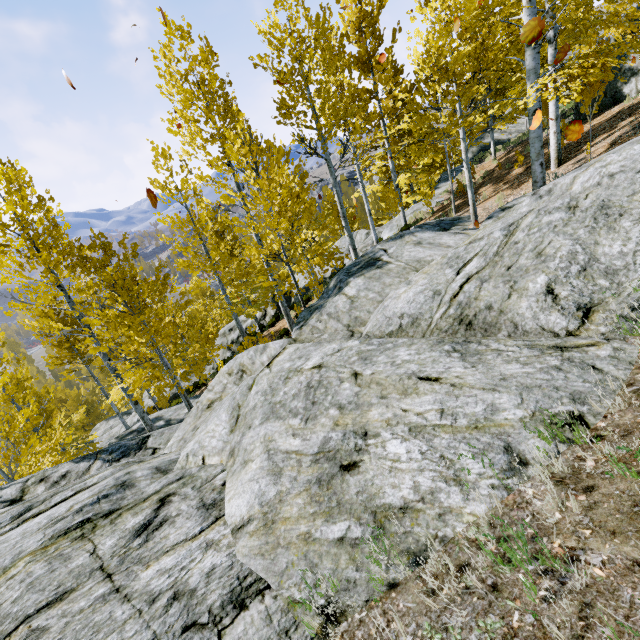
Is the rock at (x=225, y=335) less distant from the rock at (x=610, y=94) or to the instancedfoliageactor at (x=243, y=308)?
the instancedfoliageactor at (x=243, y=308)

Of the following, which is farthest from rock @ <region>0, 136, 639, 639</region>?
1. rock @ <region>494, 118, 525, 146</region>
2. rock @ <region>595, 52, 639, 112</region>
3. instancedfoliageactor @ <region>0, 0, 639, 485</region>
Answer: rock @ <region>595, 52, 639, 112</region>

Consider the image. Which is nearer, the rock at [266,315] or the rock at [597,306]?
the rock at [597,306]

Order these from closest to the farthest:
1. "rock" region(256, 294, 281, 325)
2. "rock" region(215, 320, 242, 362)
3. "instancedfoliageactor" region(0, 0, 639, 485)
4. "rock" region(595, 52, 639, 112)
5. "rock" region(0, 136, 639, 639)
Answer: "rock" region(0, 136, 639, 639)
"instancedfoliageactor" region(0, 0, 639, 485)
"rock" region(595, 52, 639, 112)
"rock" region(256, 294, 281, 325)
"rock" region(215, 320, 242, 362)

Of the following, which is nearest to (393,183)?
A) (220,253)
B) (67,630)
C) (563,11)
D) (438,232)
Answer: (220,253)

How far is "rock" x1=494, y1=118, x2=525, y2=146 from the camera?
24.8m
